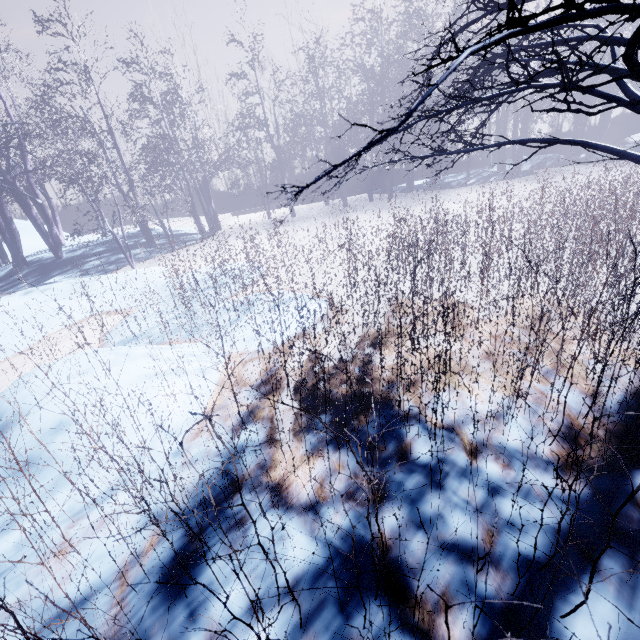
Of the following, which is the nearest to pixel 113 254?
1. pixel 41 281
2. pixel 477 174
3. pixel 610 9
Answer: pixel 41 281

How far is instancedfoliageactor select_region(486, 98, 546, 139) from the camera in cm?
1330

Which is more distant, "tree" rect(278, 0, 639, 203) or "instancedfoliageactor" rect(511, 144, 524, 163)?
"instancedfoliageactor" rect(511, 144, 524, 163)

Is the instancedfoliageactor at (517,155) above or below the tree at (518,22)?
below

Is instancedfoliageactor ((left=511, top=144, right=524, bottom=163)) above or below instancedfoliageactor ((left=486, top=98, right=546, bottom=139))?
below

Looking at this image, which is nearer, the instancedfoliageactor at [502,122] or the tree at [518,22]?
the tree at [518,22]

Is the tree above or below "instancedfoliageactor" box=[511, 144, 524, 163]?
above
